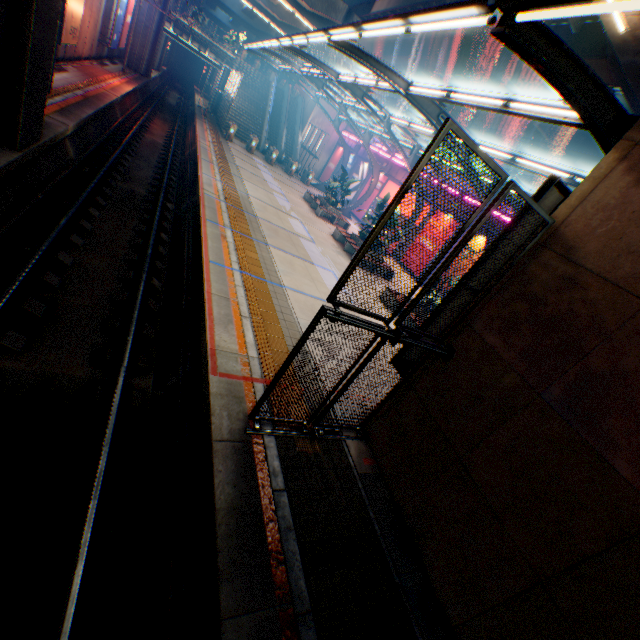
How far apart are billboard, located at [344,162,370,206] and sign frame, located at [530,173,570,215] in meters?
27.4 m

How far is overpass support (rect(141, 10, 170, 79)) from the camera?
29.2m

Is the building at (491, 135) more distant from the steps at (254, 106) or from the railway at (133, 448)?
the railway at (133, 448)

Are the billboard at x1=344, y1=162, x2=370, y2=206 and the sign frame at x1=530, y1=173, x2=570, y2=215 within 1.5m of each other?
no

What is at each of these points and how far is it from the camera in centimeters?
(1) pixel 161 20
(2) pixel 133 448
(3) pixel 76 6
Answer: (1) overpass support, 2939cm
(2) railway, 511cm
(3) billboard, 1474cm

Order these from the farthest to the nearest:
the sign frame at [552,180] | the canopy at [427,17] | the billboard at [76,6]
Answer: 1. the billboard at [76,6]
2. the sign frame at [552,180]
3. the canopy at [427,17]

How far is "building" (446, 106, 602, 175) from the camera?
35.5m

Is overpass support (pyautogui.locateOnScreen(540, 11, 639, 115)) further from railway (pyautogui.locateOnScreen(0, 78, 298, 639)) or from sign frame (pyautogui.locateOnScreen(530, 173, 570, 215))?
sign frame (pyautogui.locateOnScreen(530, 173, 570, 215))
